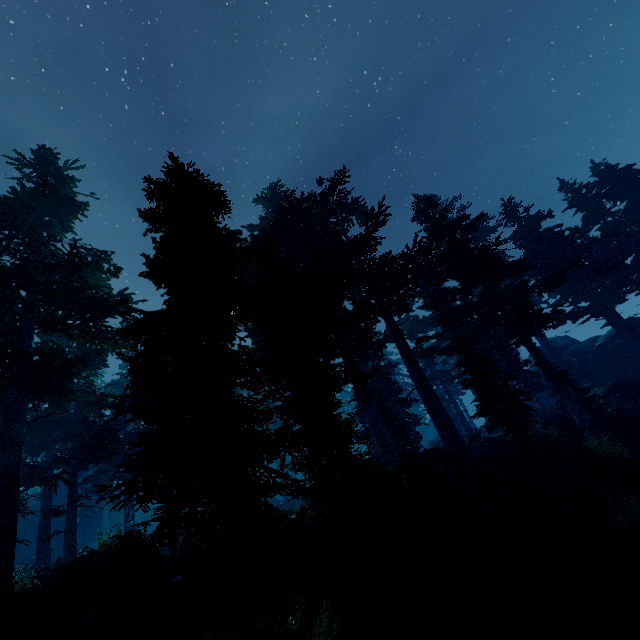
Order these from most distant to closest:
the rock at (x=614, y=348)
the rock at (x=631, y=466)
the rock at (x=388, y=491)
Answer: the rock at (x=614, y=348), the rock at (x=631, y=466), the rock at (x=388, y=491)

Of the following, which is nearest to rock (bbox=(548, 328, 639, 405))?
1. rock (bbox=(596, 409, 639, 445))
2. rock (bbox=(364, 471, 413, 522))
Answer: rock (bbox=(596, 409, 639, 445))

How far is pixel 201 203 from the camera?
12.1m

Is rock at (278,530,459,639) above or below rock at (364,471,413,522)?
below

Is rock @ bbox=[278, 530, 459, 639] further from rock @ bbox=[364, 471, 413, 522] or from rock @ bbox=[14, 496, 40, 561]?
rock @ bbox=[14, 496, 40, 561]

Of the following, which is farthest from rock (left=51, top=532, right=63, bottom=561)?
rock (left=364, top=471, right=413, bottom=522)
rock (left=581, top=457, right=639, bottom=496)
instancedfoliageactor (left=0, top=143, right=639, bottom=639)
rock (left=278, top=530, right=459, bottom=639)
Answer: rock (left=581, top=457, right=639, bottom=496)

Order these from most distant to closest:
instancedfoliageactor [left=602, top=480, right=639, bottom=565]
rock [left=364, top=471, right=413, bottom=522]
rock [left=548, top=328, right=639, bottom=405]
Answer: rock [left=548, top=328, right=639, bottom=405], rock [left=364, top=471, right=413, bottom=522], instancedfoliageactor [left=602, top=480, right=639, bottom=565]

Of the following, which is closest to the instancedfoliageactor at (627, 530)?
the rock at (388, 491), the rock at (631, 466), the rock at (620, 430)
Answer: the rock at (388, 491)
